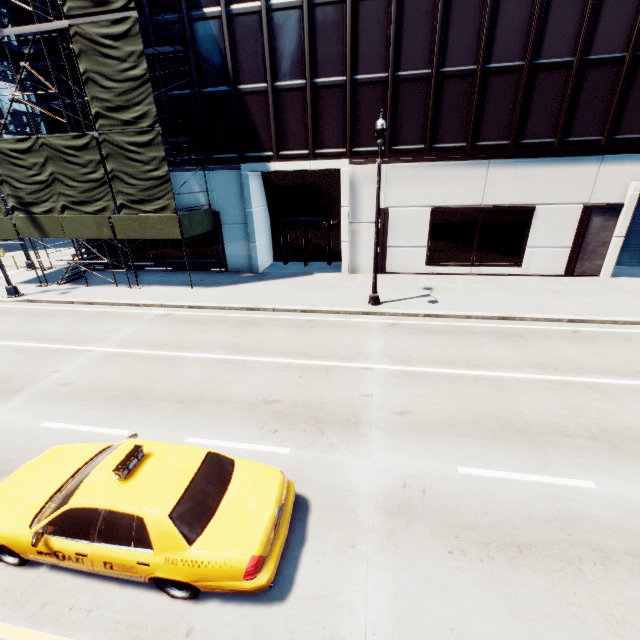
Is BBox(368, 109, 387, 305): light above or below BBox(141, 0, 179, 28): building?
below

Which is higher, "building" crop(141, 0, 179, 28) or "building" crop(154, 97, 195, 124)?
"building" crop(141, 0, 179, 28)

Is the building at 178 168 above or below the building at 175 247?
above

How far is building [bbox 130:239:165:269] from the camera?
21.05m

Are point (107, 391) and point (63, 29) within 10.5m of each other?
no

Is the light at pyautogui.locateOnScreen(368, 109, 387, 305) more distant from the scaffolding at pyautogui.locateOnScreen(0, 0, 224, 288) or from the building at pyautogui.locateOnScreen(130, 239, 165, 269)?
the scaffolding at pyautogui.locateOnScreen(0, 0, 224, 288)

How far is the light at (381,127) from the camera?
10.9m
